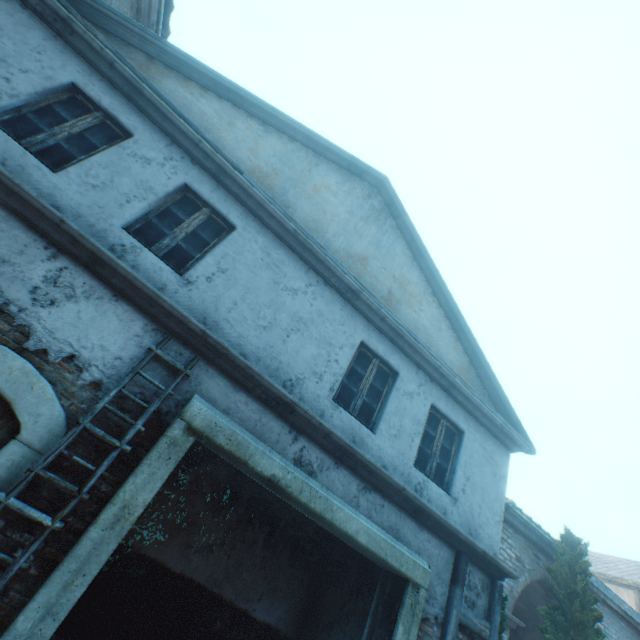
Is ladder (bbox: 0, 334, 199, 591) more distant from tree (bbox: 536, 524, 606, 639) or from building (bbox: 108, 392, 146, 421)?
tree (bbox: 536, 524, 606, 639)

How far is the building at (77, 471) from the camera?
3.3m

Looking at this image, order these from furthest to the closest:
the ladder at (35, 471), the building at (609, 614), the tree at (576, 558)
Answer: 1. the building at (609, 614)
2. the tree at (576, 558)
3. the ladder at (35, 471)

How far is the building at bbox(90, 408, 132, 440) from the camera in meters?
3.6

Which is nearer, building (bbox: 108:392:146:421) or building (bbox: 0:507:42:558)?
building (bbox: 0:507:42:558)

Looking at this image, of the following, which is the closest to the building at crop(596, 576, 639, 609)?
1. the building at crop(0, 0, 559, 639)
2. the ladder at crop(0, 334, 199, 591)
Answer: the building at crop(0, 0, 559, 639)

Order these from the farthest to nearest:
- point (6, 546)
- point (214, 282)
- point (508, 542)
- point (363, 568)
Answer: point (508, 542) < point (363, 568) < point (214, 282) < point (6, 546)
